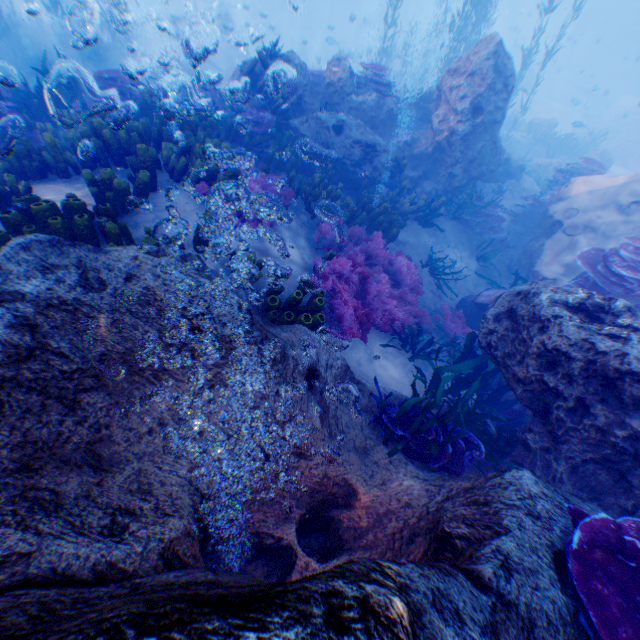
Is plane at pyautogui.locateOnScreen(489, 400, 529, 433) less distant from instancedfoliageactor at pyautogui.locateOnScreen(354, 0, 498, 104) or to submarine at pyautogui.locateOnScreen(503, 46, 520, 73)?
instancedfoliageactor at pyautogui.locateOnScreen(354, 0, 498, 104)

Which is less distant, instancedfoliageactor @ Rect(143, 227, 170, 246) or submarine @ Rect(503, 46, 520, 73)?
instancedfoliageactor @ Rect(143, 227, 170, 246)

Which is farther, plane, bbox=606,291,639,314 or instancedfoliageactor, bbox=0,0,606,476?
plane, bbox=606,291,639,314

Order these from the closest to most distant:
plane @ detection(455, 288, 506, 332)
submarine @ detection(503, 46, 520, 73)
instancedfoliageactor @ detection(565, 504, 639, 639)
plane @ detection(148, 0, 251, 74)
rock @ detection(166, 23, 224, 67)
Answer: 1. instancedfoliageactor @ detection(565, 504, 639, 639)
2. plane @ detection(455, 288, 506, 332)
3. plane @ detection(148, 0, 251, 74)
4. rock @ detection(166, 23, 224, 67)
5. submarine @ detection(503, 46, 520, 73)

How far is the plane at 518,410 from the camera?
5.4 meters

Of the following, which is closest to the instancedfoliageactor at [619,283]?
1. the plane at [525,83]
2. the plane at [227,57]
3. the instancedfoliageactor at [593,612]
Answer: the plane at [227,57]

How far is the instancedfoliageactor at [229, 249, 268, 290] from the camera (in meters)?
4.09

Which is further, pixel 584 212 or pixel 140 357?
pixel 584 212
